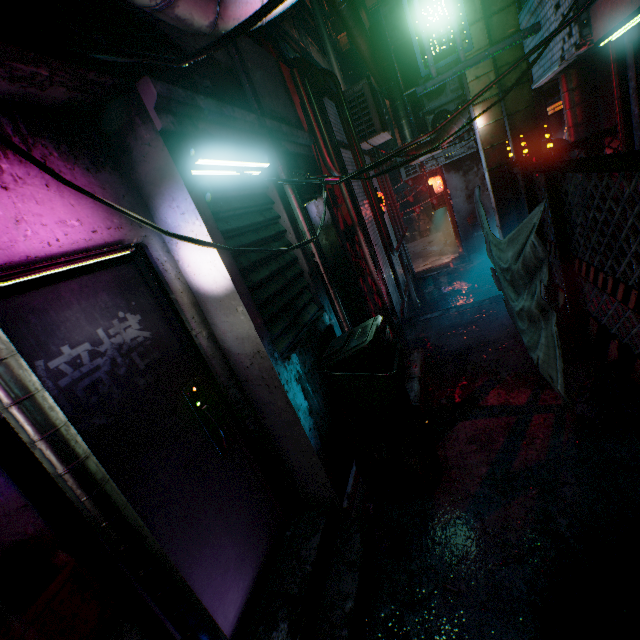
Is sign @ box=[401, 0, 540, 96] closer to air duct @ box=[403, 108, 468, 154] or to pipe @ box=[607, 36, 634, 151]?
pipe @ box=[607, 36, 634, 151]

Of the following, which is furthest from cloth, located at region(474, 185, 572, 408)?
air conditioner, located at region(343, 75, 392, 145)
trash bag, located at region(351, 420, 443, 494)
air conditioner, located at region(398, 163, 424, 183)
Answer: air conditioner, located at region(398, 163, 424, 183)

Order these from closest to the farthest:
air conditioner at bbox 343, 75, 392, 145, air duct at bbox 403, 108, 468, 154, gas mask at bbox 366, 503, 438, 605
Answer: gas mask at bbox 366, 503, 438, 605
air conditioner at bbox 343, 75, 392, 145
air duct at bbox 403, 108, 468, 154

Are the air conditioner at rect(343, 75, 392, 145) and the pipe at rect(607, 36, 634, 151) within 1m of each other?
no

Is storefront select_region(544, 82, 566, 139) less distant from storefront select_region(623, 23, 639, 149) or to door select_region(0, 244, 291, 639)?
storefront select_region(623, 23, 639, 149)

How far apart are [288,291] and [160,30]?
1.7 meters

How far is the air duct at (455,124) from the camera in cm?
639

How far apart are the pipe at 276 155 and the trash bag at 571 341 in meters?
1.6 m
